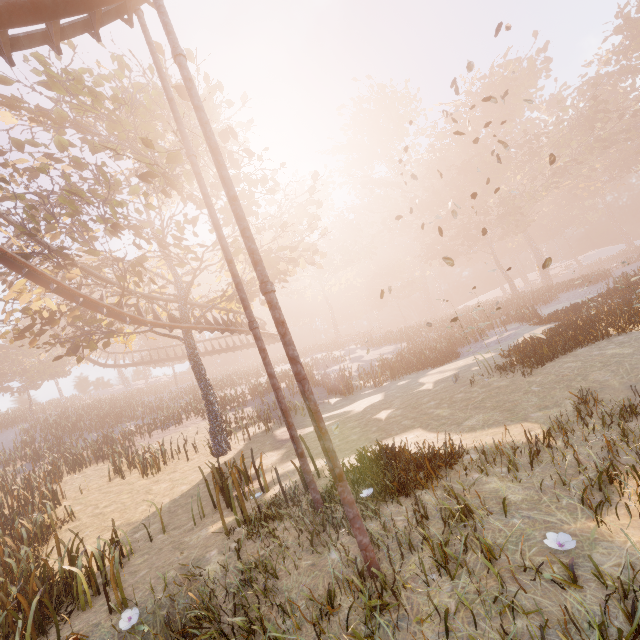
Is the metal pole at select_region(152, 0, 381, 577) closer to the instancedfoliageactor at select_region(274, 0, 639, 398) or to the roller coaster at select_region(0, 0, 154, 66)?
the roller coaster at select_region(0, 0, 154, 66)

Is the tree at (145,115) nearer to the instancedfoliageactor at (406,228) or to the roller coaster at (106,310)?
the roller coaster at (106,310)

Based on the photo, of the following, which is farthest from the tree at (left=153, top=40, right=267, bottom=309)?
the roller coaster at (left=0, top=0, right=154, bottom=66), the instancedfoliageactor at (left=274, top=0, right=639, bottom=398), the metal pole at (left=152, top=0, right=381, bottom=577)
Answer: the instancedfoliageactor at (left=274, top=0, right=639, bottom=398)

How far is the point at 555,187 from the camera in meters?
41.7

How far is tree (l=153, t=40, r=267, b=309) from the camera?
12.63m

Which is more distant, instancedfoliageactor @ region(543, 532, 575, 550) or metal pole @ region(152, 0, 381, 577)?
metal pole @ region(152, 0, 381, 577)

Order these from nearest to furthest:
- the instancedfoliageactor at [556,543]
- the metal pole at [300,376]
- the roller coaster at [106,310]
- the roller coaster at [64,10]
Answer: the instancedfoliageactor at [556,543]
the metal pole at [300,376]
the roller coaster at [64,10]
the roller coaster at [106,310]

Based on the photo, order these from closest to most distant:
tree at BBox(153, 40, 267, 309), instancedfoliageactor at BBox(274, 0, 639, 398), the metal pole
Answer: the metal pole < tree at BBox(153, 40, 267, 309) < instancedfoliageactor at BBox(274, 0, 639, 398)
